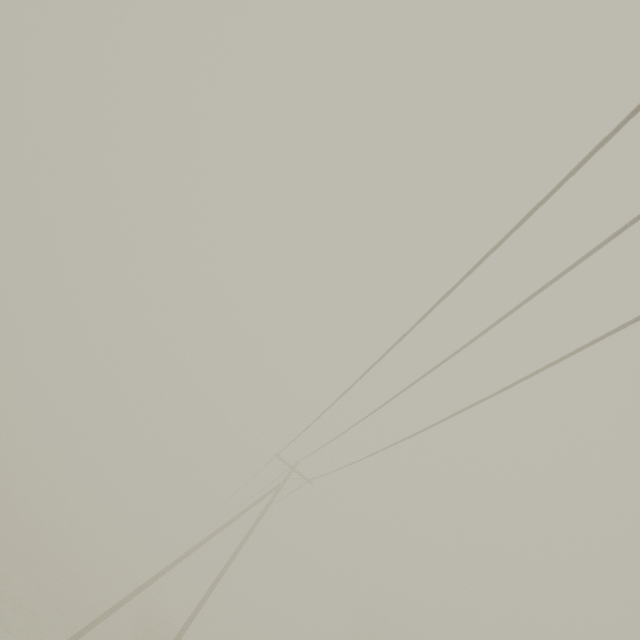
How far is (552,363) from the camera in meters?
6.7 m
